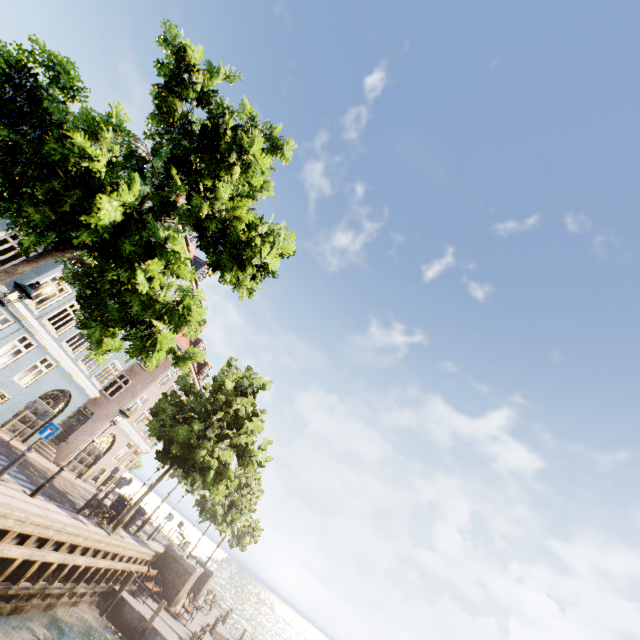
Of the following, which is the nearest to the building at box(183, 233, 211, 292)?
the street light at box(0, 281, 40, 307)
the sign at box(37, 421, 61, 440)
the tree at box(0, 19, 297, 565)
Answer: the tree at box(0, 19, 297, 565)

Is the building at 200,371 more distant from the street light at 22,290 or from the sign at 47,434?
the street light at 22,290

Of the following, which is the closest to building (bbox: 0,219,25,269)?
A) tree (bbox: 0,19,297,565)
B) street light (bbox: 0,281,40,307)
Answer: tree (bbox: 0,19,297,565)

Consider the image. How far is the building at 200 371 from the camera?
29.2m

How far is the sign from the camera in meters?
10.3

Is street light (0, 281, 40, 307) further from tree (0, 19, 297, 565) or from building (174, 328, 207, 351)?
building (174, 328, 207, 351)

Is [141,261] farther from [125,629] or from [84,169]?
[125,629]
